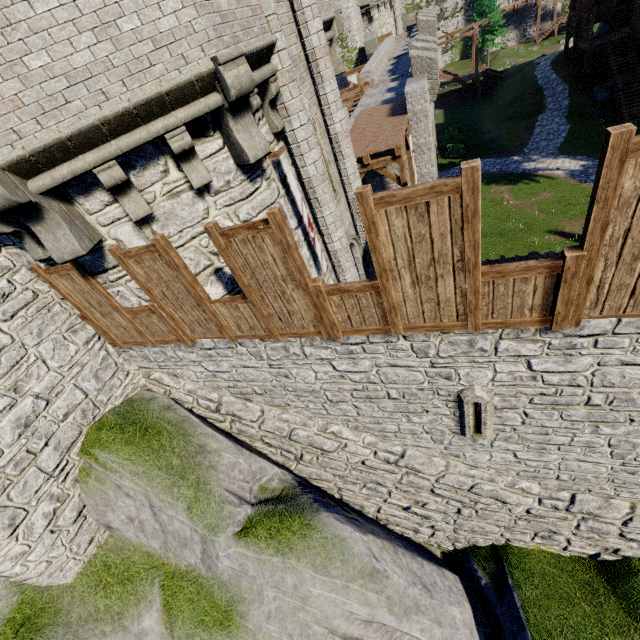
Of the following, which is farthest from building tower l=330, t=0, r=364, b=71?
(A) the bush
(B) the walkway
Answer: (B) the walkway

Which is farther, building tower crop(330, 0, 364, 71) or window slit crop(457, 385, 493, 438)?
building tower crop(330, 0, 364, 71)

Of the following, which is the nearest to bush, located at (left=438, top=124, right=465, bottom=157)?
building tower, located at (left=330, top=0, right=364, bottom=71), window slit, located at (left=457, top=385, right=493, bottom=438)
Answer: building tower, located at (left=330, top=0, right=364, bottom=71)

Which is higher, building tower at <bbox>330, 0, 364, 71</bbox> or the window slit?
building tower at <bbox>330, 0, 364, 71</bbox>

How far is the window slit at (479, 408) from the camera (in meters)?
5.23

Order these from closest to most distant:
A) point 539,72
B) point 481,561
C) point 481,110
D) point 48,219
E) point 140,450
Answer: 1. point 48,219
2. point 140,450
3. point 481,561
4. point 539,72
5. point 481,110

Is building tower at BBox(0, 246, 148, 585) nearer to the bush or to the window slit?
the window slit

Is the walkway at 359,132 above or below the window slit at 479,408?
above
